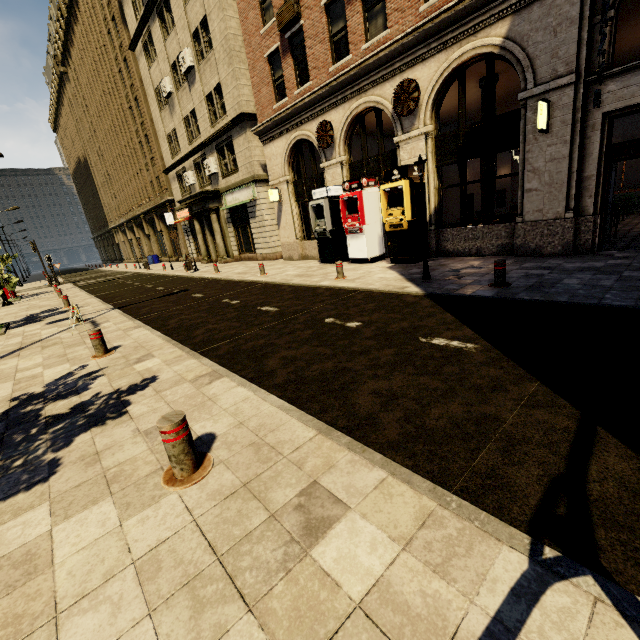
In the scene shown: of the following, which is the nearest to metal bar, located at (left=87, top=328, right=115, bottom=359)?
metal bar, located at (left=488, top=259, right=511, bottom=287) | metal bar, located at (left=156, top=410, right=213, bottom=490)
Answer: metal bar, located at (left=156, top=410, right=213, bottom=490)

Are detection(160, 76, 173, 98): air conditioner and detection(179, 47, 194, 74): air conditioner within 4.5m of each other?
yes

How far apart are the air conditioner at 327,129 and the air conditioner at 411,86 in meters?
3.0

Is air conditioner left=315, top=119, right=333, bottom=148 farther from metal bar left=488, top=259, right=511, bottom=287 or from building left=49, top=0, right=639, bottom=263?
metal bar left=488, top=259, right=511, bottom=287

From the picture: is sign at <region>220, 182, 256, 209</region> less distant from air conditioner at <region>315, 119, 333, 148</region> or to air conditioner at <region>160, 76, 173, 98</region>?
air conditioner at <region>315, 119, 333, 148</region>

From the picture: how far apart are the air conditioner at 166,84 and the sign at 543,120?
23.9m

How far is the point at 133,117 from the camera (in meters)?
31.17

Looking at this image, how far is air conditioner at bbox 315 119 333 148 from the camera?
13.20m
